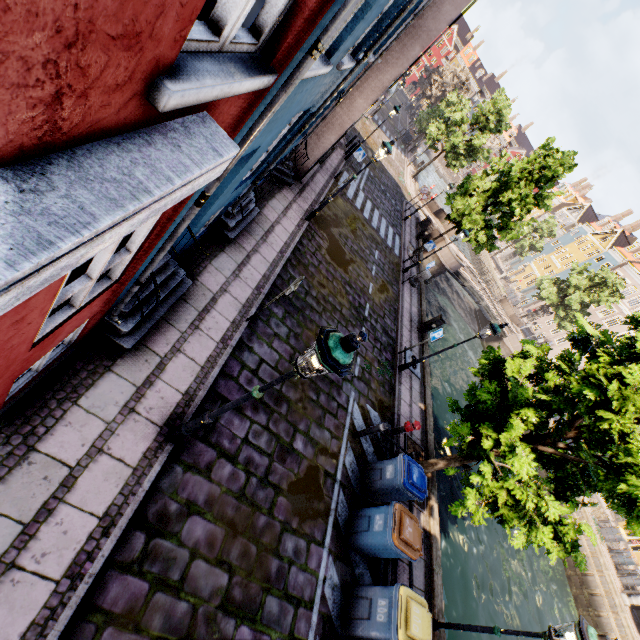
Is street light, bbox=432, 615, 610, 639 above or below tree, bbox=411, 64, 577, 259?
below

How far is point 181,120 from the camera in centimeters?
156cm

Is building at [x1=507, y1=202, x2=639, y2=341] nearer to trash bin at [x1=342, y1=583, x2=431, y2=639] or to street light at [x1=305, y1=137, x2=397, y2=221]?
trash bin at [x1=342, y1=583, x2=431, y2=639]

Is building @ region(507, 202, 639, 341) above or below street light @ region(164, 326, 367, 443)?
above

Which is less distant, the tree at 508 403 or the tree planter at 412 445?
the tree at 508 403

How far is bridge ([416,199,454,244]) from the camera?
24.70m

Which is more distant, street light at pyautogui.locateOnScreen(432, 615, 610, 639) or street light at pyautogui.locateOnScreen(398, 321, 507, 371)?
street light at pyautogui.locateOnScreen(398, 321, 507, 371)

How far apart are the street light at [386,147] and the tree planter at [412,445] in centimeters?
805cm
